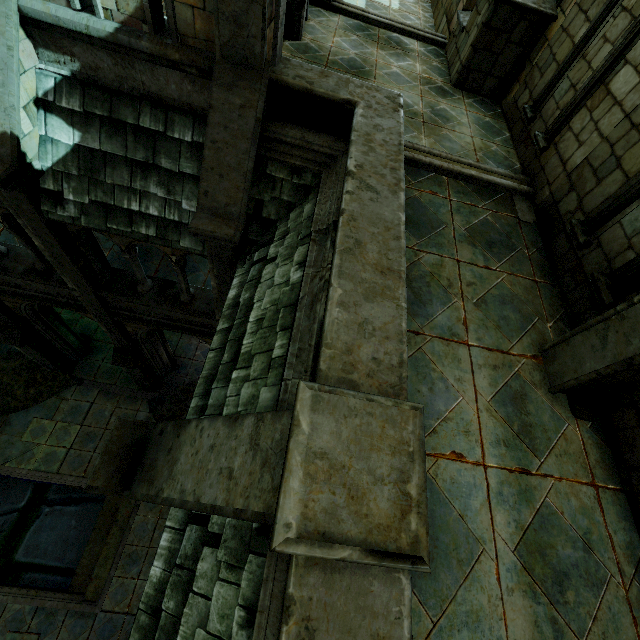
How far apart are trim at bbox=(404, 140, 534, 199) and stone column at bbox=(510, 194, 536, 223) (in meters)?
0.06

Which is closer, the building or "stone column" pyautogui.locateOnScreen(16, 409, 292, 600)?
"stone column" pyautogui.locateOnScreen(16, 409, 292, 600)

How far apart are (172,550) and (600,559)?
4.1m

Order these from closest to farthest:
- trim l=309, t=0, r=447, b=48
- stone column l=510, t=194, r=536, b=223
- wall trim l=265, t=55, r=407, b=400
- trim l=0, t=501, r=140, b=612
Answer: wall trim l=265, t=55, r=407, b=400 < stone column l=510, t=194, r=536, b=223 < trim l=309, t=0, r=447, b=48 < trim l=0, t=501, r=140, b=612

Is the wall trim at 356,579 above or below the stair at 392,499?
below

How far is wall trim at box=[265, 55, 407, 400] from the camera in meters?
2.5

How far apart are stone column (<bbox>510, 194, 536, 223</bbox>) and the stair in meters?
4.4

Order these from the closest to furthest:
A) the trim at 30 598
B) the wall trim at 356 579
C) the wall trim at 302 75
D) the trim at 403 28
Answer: the wall trim at 356 579 → the wall trim at 302 75 → the trim at 403 28 → the trim at 30 598
